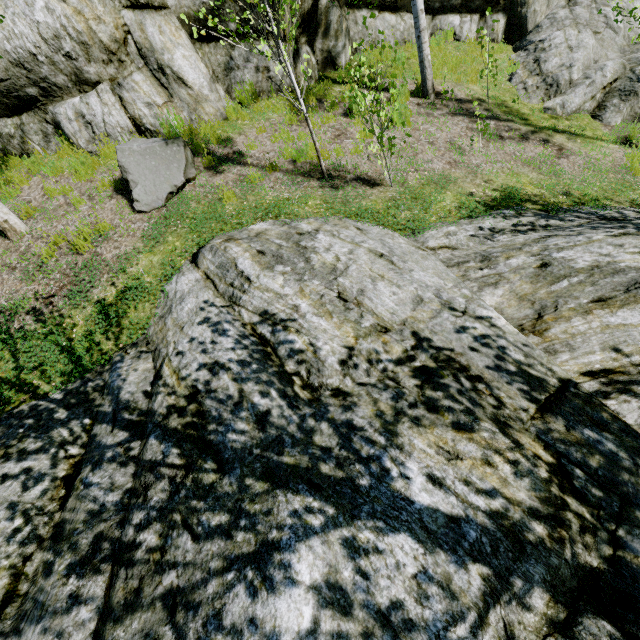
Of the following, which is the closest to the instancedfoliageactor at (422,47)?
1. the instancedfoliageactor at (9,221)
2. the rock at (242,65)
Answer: the rock at (242,65)

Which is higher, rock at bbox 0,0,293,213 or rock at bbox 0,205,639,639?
rock at bbox 0,0,293,213

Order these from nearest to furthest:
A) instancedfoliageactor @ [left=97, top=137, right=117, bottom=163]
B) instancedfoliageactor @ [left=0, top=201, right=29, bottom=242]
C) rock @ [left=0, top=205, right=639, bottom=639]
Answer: rock @ [left=0, top=205, right=639, bottom=639], instancedfoliageactor @ [left=0, top=201, right=29, bottom=242], instancedfoliageactor @ [left=97, top=137, right=117, bottom=163]

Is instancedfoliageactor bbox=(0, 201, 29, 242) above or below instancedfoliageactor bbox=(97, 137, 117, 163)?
below

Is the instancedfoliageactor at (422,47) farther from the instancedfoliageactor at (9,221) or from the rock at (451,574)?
the instancedfoliageactor at (9,221)

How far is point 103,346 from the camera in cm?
453

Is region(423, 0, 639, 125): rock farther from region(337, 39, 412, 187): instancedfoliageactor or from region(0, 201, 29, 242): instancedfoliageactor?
region(0, 201, 29, 242): instancedfoliageactor

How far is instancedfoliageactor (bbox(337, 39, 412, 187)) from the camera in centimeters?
487cm
